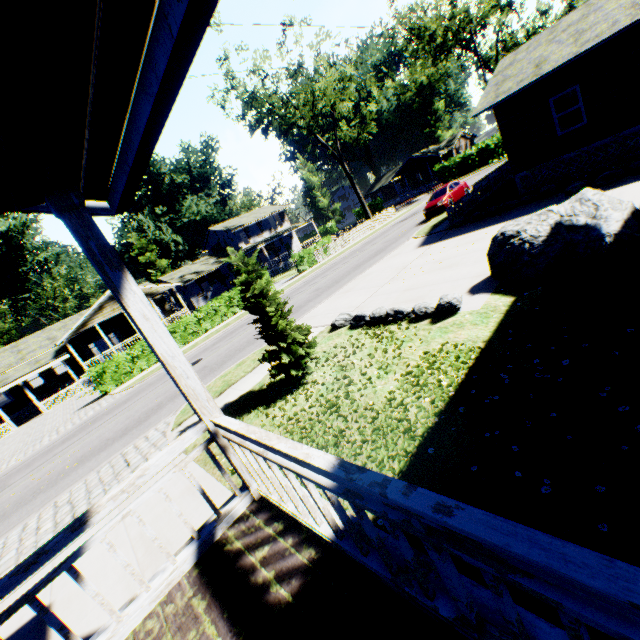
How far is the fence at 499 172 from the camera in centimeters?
1754cm

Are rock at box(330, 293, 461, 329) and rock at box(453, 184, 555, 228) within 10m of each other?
yes

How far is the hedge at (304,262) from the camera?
30.30m

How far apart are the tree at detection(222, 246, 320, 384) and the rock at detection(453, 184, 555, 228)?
11.80m

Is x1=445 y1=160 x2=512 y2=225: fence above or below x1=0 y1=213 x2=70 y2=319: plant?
below

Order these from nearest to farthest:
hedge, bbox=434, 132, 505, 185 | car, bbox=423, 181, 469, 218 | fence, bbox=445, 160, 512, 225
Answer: fence, bbox=445, 160, 512, 225
car, bbox=423, 181, 469, 218
hedge, bbox=434, 132, 505, 185

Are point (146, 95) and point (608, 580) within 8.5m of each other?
yes

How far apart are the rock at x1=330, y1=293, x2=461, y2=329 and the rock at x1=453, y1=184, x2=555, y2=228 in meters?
9.2
